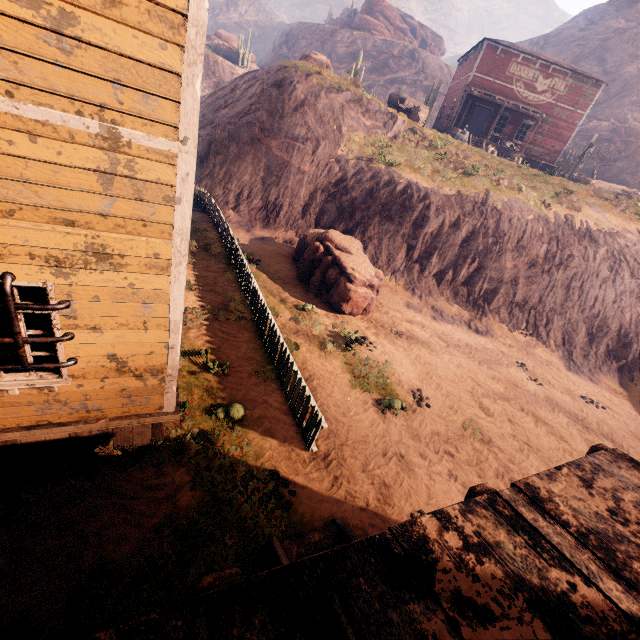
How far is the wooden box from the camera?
23.8m

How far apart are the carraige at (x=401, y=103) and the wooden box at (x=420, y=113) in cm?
4

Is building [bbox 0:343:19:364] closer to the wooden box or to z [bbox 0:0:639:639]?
z [bbox 0:0:639:639]

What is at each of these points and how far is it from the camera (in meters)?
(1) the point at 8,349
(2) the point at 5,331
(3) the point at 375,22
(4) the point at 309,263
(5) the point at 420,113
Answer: (1) building, 5.45
(2) building, 3.71
(3) rock, 55.06
(4) instancedfoliageactor, 12.77
(5) wooden box, 24.00

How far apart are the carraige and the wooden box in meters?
0.0

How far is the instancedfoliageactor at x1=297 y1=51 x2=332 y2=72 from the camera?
21.4 meters

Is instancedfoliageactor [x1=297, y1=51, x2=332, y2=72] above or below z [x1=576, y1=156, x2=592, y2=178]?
below

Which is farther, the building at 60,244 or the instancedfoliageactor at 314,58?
the instancedfoliageactor at 314,58
